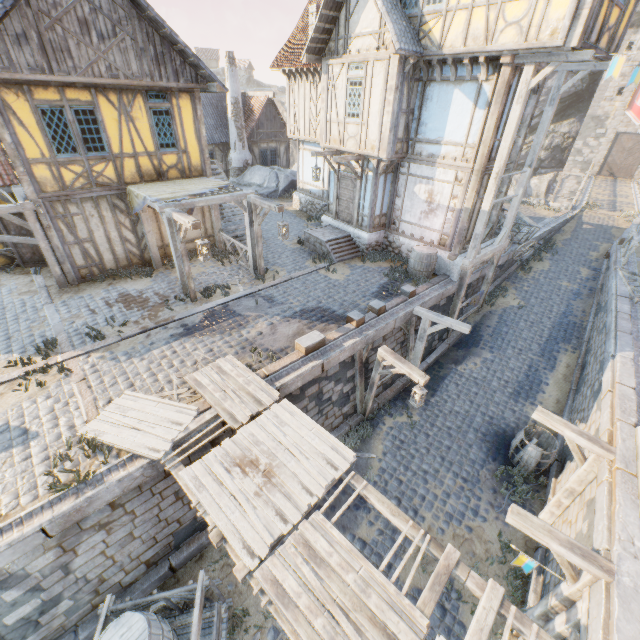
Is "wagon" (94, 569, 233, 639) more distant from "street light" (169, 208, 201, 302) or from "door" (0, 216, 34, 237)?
"door" (0, 216, 34, 237)

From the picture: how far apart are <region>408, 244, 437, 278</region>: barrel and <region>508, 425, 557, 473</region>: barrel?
5.9 meters

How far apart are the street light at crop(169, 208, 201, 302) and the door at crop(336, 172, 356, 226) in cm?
747

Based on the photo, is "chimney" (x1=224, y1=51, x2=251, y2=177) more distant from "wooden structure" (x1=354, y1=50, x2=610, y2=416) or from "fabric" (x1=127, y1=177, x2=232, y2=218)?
"wooden structure" (x1=354, y1=50, x2=610, y2=416)

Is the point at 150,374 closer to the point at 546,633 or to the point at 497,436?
the point at 546,633

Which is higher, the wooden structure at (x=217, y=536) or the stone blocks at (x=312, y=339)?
the stone blocks at (x=312, y=339)

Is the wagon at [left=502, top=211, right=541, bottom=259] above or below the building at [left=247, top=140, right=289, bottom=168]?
below

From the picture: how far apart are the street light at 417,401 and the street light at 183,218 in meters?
6.6 m
